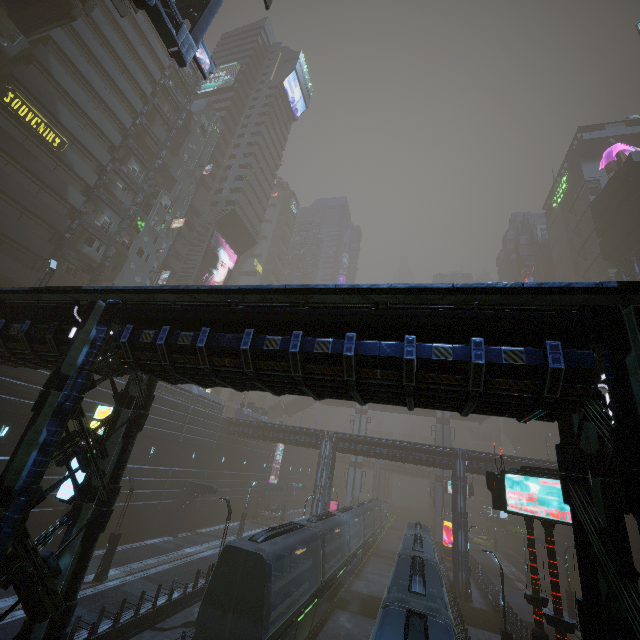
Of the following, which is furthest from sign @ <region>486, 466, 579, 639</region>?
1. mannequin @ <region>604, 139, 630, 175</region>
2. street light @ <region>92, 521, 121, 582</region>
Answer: mannequin @ <region>604, 139, 630, 175</region>

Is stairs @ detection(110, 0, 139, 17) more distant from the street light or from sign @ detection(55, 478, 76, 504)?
the street light

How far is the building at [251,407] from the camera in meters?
45.2

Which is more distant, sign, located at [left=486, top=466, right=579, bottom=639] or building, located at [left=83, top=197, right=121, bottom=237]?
building, located at [left=83, top=197, right=121, bottom=237]

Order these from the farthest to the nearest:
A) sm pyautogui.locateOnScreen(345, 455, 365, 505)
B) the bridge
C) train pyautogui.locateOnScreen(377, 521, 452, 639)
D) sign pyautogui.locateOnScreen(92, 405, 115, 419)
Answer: sm pyautogui.locateOnScreen(345, 455, 365, 505), the bridge, sign pyautogui.locateOnScreen(92, 405, 115, 419), train pyautogui.locateOnScreen(377, 521, 452, 639)

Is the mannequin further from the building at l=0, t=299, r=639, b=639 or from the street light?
the street light

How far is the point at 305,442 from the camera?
36.47m

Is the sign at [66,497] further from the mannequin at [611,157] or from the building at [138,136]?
the mannequin at [611,157]
